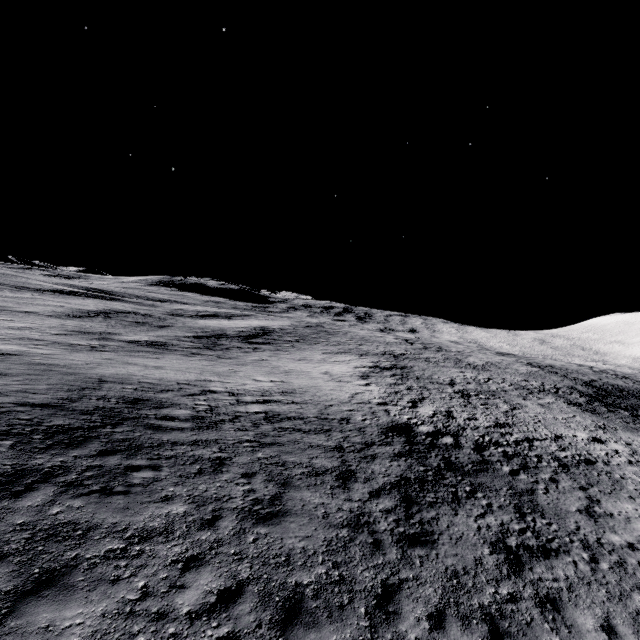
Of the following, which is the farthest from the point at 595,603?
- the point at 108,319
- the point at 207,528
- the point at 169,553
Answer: the point at 108,319
